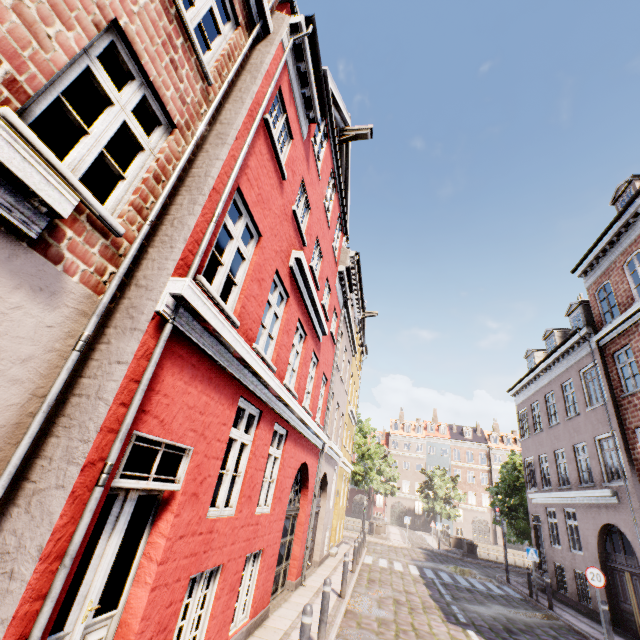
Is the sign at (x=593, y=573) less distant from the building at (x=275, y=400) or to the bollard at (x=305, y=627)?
the building at (x=275, y=400)

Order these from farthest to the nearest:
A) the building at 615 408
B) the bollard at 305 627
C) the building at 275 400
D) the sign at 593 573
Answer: the building at 615 408
the sign at 593 573
the bollard at 305 627
the building at 275 400

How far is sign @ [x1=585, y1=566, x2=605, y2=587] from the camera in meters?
10.0 m

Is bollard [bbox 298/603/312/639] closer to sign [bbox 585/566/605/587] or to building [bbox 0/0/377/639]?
building [bbox 0/0/377/639]

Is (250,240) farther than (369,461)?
No

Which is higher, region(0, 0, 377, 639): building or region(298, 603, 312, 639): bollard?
region(0, 0, 377, 639): building

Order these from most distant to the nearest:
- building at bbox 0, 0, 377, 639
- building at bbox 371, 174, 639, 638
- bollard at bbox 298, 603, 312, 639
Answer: building at bbox 371, 174, 639, 638 < bollard at bbox 298, 603, 312, 639 < building at bbox 0, 0, 377, 639
